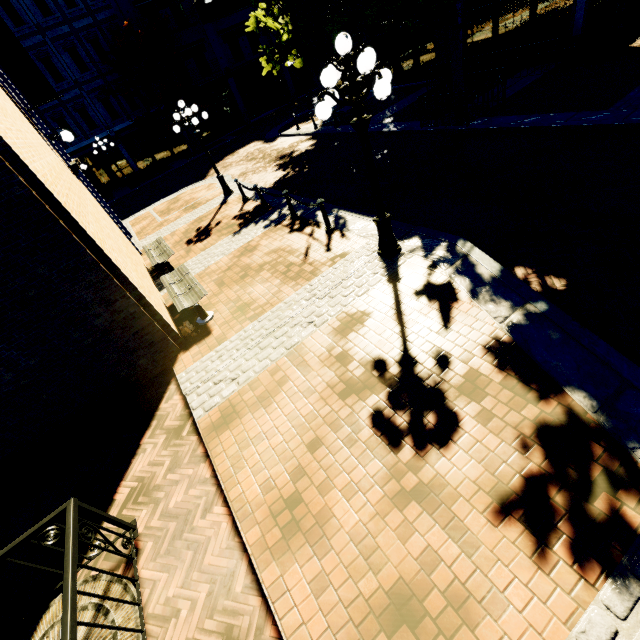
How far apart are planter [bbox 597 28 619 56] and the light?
11.72m

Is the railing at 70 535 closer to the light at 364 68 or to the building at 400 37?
the light at 364 68

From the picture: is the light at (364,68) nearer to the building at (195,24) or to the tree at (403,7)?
the tree at (403,7)

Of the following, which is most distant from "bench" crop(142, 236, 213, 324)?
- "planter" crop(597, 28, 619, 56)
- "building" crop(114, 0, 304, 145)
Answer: "building" crop(114, 0, 304, 145)

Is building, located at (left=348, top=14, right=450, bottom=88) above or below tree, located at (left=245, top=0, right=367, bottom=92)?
below

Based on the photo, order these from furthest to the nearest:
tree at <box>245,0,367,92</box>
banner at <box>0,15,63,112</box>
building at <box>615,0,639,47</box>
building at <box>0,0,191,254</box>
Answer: building at <box>0,0,191,254</box>, tree at <box>245,0,367,92</box>, building at <box>615,0,639,47</box>, banner at <box>0,15,63,112</box>

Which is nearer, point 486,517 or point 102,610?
point 486,517

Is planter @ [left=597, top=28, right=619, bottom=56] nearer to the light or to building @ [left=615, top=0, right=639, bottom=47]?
building @ [left=615, top=0, right=639, bottom=47]
